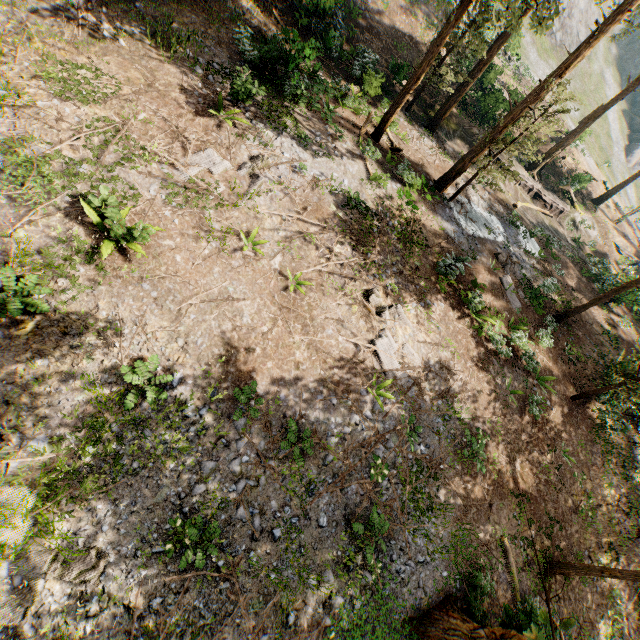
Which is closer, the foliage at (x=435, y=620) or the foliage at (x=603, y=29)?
the foliage at (x=435, y=620)

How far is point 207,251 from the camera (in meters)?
10.05

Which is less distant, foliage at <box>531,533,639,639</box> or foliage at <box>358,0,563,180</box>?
foliage at <box>531,533,639,639</box>

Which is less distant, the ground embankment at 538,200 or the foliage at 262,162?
the foliage at 262,162

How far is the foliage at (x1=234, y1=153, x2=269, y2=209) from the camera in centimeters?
1148cm

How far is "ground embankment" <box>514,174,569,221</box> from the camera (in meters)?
27.95
